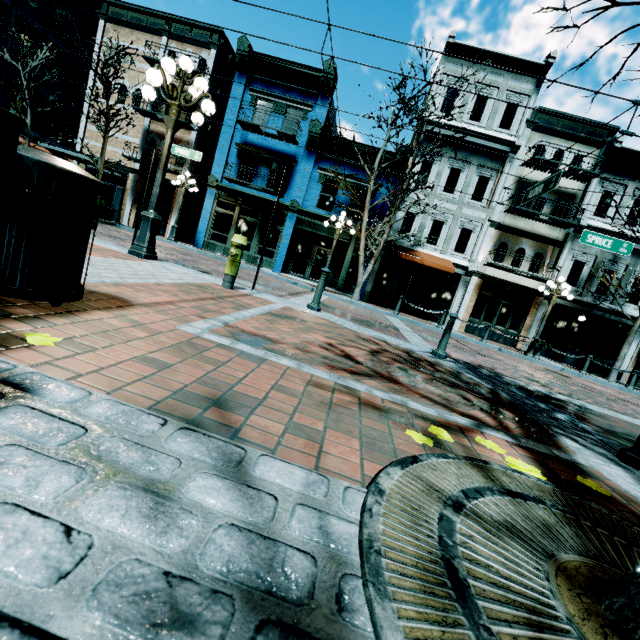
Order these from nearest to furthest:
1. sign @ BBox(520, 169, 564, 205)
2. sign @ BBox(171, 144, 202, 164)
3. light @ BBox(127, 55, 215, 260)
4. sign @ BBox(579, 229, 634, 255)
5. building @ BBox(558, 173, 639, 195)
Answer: light @ BBox(127, 55, 215, 260)
sign @ BBox(171, 144, 202, 164)
sign @ BBox(520, 169, 564, 205)
sign @ BBox(579, 229, 634, 255)
building @ BBox(558, 173, 639, 195)

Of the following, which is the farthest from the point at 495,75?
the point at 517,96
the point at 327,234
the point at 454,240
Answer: the point at 327,234

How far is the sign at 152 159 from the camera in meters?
6.2

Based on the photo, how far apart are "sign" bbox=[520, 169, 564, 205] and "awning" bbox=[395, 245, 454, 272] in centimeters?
688cm

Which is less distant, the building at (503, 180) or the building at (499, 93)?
the building at (499, 93)

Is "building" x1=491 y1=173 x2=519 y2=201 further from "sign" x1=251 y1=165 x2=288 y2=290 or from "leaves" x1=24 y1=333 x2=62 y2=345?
"leaves" x1=24 y1=333 x2=62 y2=345

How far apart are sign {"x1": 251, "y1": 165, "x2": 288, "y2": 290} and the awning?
11.29m

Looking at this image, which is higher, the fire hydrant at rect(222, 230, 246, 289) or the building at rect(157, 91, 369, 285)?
the building at rect(157, 91, 369, 285)
